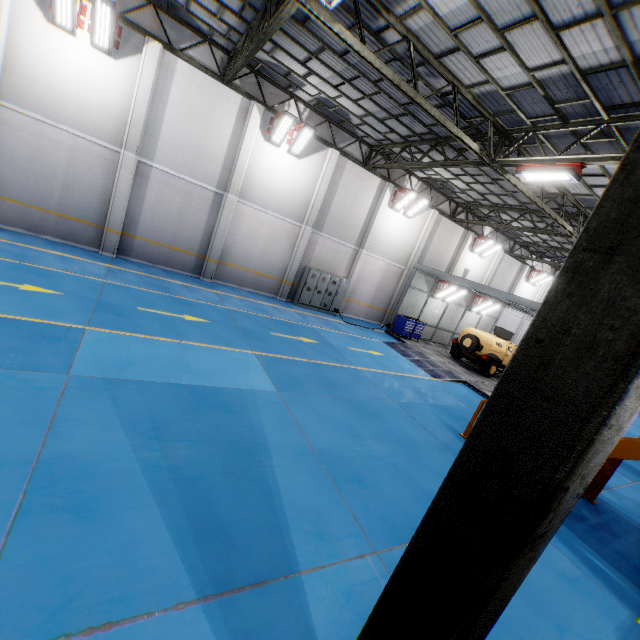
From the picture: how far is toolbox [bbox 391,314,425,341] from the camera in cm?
1878

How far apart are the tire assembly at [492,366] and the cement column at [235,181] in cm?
1455

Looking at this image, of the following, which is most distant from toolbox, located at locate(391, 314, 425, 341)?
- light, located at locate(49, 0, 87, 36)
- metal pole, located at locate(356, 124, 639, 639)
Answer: light, located at locate(49, 0, 87, 36)

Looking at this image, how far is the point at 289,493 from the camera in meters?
4.8

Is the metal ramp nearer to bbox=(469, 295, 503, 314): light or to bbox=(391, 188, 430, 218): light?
bbox=(469, 295, 503, 314): light

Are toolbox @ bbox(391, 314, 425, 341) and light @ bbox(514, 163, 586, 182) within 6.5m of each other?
no

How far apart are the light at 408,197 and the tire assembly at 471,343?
7.92m

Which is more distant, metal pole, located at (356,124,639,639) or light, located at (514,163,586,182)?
light, located at (514,163,586,182)
